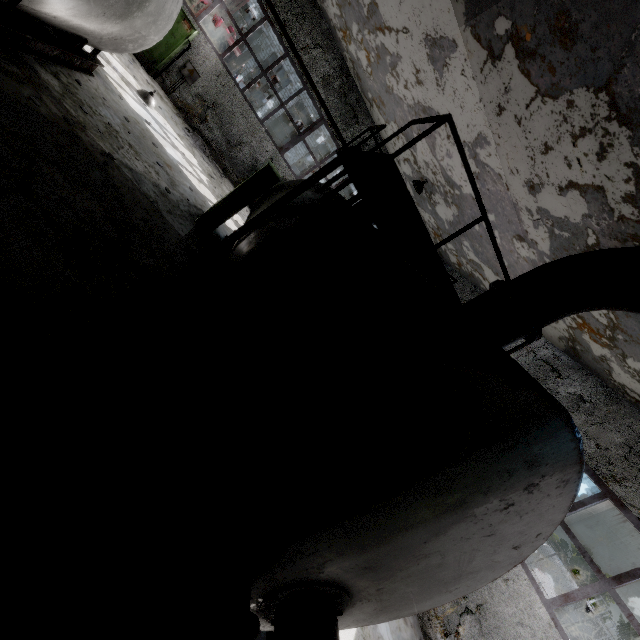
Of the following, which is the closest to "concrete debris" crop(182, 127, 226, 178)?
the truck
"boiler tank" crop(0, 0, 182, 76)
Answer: "boiler tank" crop(0, 0, 182, 76)

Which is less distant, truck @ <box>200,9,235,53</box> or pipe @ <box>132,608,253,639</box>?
pipe @ <box>132,608,253,639</box>

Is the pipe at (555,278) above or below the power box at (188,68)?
above

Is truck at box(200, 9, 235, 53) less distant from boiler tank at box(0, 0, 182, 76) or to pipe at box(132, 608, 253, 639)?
pipe at box(132, 608, 253, 639)

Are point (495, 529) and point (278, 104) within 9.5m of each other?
no

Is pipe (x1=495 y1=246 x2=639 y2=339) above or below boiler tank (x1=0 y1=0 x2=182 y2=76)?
above

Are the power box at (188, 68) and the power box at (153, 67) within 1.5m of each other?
yes

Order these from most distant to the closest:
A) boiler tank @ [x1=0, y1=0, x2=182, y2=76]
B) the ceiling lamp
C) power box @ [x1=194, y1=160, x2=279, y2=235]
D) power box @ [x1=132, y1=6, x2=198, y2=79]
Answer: power box @ [x1=132, y1=6, x2=198, y2=79]
the ceiling lamp
power box @ [x1=194, y1=160, x2=279, y2=235]
boiler tank @ [x1=0, y1=0, x2=182, y2=76]
